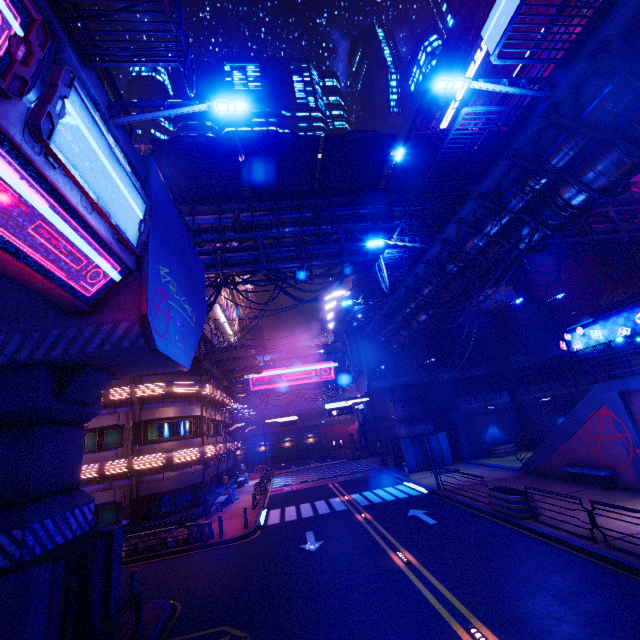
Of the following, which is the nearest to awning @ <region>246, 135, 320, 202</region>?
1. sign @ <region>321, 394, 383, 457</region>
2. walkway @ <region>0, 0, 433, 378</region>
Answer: walkway @ <region>0, 0, 433, 378</region>

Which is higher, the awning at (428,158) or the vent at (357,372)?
the awning at (428,158)

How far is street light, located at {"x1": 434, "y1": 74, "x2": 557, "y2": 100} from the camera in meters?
8.4 m

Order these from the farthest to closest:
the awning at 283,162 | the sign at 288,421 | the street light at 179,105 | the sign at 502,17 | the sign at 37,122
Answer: the sign at 288,421, the sign at 502,17, the awning at 283,162, the street light at 179,105, the sign at 37,122

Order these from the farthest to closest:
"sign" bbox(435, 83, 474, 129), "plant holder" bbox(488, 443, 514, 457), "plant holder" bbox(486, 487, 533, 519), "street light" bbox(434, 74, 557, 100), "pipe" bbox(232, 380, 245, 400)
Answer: "pipe" bbox(232, 380, 245, 400) < "sign" bbox(435, 83, 474, 129) < "plant holder" bbox(488, 443, 514, 457) < "plant holder" bbox(486, 487, 533, 519) < "street light" bbox(434, 74, 557, 100)

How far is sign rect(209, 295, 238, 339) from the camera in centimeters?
3134cm

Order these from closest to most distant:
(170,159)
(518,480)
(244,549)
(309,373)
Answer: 1. (244,549)
2. (170,159)
3. (518,480)
4. (309,373)

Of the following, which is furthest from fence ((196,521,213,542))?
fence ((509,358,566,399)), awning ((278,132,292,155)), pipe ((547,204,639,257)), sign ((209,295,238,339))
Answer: fence ((509,358,566,399))
